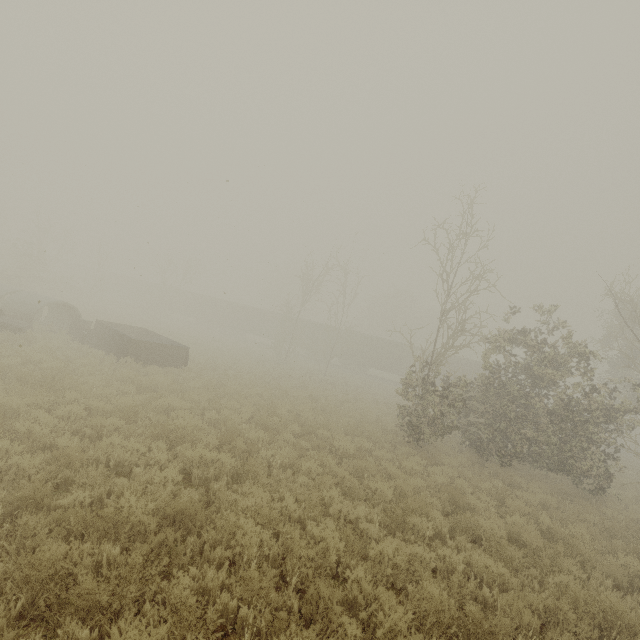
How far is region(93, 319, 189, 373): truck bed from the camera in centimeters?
1473cm

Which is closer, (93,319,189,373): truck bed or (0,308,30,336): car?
(0,308,30,336): car

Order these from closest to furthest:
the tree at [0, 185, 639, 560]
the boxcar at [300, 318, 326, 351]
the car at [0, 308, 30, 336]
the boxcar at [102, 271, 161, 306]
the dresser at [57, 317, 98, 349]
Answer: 1. the tree at [0, 185, 639, 560]
2. the car at [0, 308, 30, 336]
3. the dresser at [57, 317, 98, 349]
4. the boxcar at [300, 318, 326, 351]
5. the boxcar at [102, 271, 161, 306]

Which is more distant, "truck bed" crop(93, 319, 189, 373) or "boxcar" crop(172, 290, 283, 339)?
"boxcar" crop(172, 290, 283, 339)

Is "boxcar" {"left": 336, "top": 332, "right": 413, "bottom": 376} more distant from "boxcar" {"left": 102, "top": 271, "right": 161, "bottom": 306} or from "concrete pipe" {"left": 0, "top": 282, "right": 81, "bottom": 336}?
"concrete pipe" {"left": 0, "top": 282, "right": 81, "bottom": 336}

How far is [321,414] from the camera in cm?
1457

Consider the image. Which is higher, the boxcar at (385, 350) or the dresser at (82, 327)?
the boxcar at (385, 350)

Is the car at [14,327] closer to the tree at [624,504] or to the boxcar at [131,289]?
the tree at [624,504]
